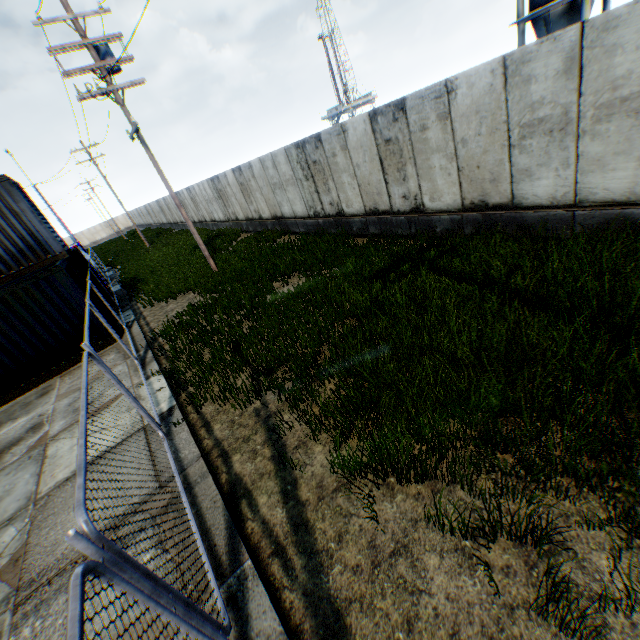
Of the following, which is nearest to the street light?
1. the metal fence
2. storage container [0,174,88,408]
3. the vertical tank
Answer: storage container [0,174,88,408]

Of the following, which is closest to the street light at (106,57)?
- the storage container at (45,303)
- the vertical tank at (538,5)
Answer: the storage container at (45,303)

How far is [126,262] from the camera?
28.1m

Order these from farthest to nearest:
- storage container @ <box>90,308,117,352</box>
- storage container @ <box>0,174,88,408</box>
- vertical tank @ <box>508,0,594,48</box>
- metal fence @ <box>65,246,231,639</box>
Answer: vertical tank @ <box>508,0,594,48</box>, storage container @ <box>90,308,117,352</box>, storage container @ <box>0,174,88,408</box>, metal fence @ <box>65,246,231,639</box>

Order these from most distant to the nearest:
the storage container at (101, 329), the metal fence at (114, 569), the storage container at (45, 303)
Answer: the storage container at (101, 329), the storage container at (45, 303), the metal fence at (114, 569)

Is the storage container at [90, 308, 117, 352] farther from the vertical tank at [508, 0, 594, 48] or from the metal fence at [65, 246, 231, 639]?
the vertical tank at [508, 0, 594, 48]

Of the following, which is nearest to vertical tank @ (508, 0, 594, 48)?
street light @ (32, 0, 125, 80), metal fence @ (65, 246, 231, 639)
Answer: street light @ (32, 0, 125, 80)
